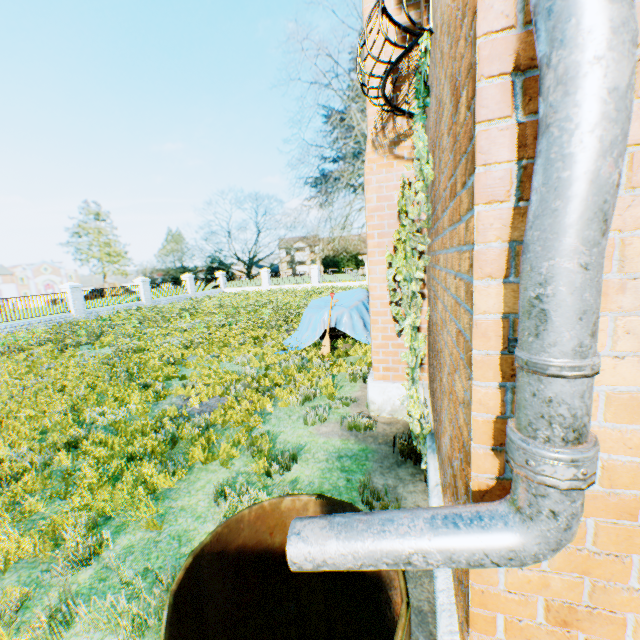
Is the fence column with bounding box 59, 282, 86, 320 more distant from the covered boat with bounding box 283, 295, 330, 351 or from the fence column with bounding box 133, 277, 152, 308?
the covered boat with bounding box 283, 295, 330, 351

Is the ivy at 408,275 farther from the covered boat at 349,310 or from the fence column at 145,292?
the fence column at 145,292

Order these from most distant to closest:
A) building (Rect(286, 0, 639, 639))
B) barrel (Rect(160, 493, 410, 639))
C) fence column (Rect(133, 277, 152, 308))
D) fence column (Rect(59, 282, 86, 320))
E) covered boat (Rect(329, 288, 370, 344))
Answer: fence column (Rect(133, 277, 152, 308)), fence column (Rect(59, 282, 86, 320)), covered boat (Rect(329, 288, 370, 344)), barrel (Rect(160, 493, 410, 639)), building (Rect(286, 0, 639, 639))

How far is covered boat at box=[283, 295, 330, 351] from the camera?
9.5 meters

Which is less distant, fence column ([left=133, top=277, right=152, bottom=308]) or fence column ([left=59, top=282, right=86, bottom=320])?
fence column ([left=59, top=282, right=86, bottom=320])

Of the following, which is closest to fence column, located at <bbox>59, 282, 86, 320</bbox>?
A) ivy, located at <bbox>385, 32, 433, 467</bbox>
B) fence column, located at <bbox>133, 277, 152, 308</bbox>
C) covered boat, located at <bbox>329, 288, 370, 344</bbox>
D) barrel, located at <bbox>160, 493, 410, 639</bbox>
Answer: fence column, located at <bbox>133, 277, 152, 308</bbox>

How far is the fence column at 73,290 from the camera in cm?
1994

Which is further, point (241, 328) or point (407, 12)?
point (241, 328)
